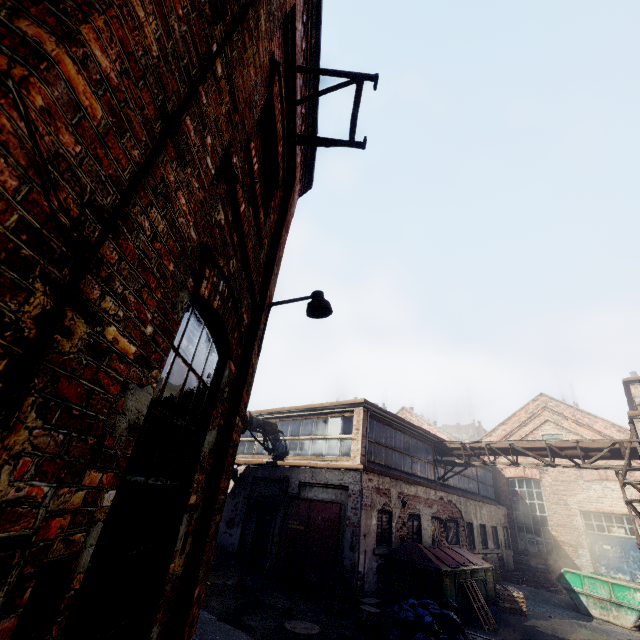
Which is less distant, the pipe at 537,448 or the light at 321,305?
the light at 321,305

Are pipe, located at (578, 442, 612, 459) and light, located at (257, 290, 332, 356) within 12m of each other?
no

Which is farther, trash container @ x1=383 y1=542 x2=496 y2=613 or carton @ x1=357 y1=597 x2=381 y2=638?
trash container @ x1=383 y1=542 x2=496 y2=613

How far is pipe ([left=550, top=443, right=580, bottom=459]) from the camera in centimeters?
1289cm

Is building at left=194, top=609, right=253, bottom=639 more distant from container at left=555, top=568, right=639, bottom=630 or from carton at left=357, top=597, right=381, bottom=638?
container at left=555, top=568, right=639, bottom=630

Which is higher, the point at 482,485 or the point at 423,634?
the point at 482,485

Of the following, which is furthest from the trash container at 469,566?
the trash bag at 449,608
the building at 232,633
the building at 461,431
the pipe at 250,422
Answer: the building at 461,431

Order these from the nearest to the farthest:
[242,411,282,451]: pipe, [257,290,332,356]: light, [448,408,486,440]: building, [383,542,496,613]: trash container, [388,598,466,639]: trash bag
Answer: [257,290,332,356]: light < [388,598,466,639]: trash bag < [383,542,496,613]: trash container < [242,411,282,451]: pipe < [448,408,486,440]: building
